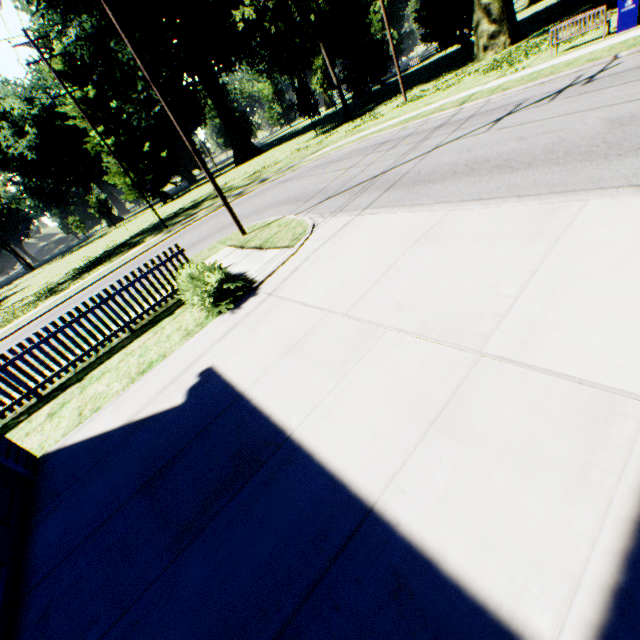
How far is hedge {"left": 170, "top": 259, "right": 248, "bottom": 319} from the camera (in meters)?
7.05

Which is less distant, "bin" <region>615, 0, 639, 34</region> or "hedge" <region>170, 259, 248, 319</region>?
"hedge" <region>170, 259, 248, 319</region>

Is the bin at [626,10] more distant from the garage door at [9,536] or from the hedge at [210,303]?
the garage door at [9,536]

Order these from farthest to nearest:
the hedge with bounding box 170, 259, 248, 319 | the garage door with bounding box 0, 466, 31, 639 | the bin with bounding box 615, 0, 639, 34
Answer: the bin with bounding box 615, 0, 639, 34
the hedge with bounding box 170, 259, 248, 319
the garage door with bounding box 0, 466, 31, 639

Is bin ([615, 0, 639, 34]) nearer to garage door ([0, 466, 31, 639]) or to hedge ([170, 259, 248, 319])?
hedge ([170, 259, 248, 319])

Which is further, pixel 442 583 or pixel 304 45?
pixel 304 45

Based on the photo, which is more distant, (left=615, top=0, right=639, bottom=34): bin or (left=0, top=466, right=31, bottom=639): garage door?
(left=615, top=0, right=639, bottom=34): bin
